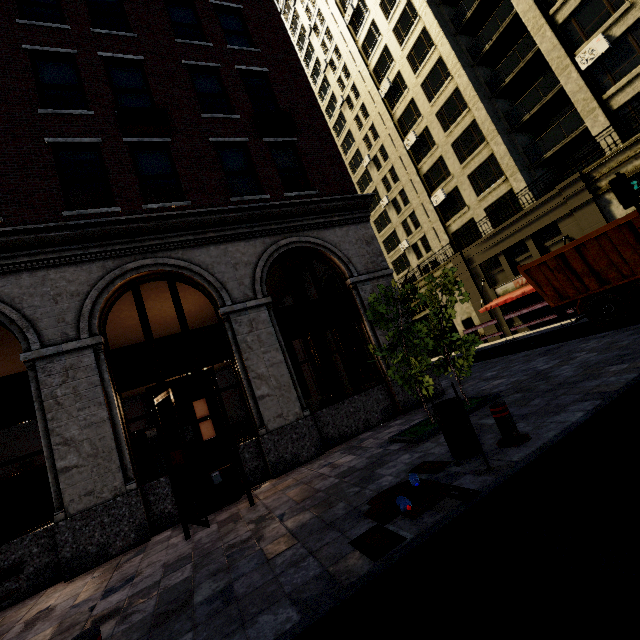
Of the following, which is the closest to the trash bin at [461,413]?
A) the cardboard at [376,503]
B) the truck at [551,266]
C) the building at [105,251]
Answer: the cardboard at [376,503]

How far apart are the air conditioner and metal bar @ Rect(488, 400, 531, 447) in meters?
22.5

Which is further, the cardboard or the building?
the building

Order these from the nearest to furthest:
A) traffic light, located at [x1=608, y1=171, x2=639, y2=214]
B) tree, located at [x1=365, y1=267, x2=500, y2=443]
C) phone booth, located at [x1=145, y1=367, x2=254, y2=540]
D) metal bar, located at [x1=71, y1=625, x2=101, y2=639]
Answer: metal bar, located at [x1=71, y1=625, x2=101, y2=639]
phone booth, located at [x1=145, y1=367, x2=254, y2=540]
tree, located at [x1=365, y1=267, x2=500, y2=443]
traffic light, located at [x1=608, y1=171, x2=639, y2=214]

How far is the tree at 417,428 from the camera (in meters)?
6.53

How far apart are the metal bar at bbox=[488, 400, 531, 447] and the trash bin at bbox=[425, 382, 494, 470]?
0.43m

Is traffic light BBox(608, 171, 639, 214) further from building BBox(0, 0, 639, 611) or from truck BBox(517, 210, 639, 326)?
building BBox(0, 0, 639, 611)

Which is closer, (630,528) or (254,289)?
(630,528)
